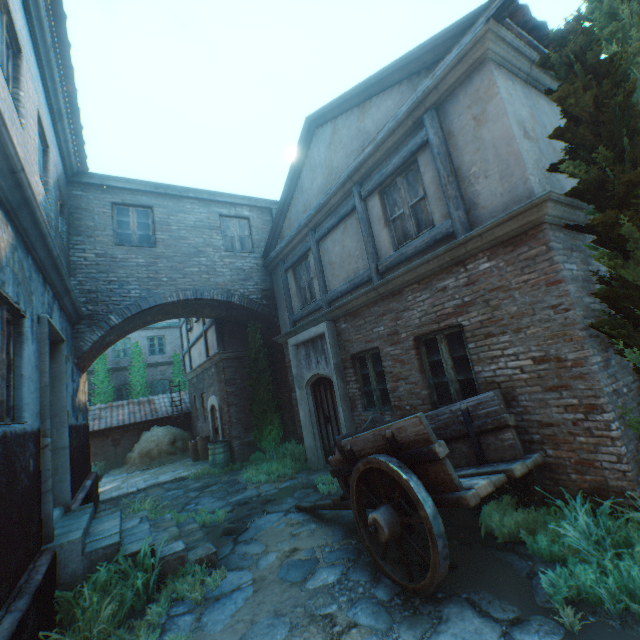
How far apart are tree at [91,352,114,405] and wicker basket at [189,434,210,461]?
8.7 meters

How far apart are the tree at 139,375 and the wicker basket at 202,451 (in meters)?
8.18

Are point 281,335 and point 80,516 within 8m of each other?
yes

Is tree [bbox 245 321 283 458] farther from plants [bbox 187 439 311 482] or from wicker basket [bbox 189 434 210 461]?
wicker basket [bbox 189 434 210 461]

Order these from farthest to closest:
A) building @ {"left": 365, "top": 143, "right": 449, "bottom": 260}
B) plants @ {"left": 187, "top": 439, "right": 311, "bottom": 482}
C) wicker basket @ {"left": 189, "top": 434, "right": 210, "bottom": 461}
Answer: wicker basket @ {"left": 189, "top": 434, "right": 210, "bottom": 461} → plants @ {"left": 187, "top": 439, "right": 311, "bottom": 482} → building @ {"left": 365, "top": 143, "right": 449, "bottom": 260}

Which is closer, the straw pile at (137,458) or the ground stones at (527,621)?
the ground stones at (527,621)

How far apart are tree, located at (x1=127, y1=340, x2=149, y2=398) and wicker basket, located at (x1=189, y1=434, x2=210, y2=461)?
8.18m

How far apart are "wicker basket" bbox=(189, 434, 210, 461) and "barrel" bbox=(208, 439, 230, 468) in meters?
1.8 m
